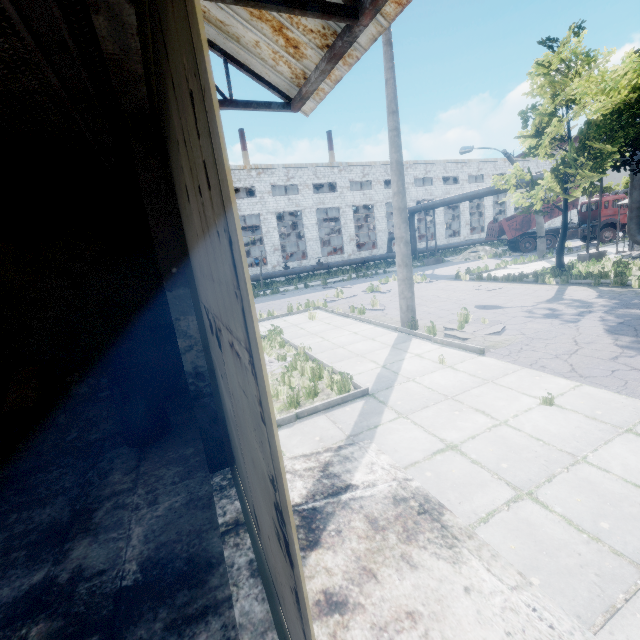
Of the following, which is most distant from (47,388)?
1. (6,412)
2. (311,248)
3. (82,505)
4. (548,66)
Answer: (311,248)

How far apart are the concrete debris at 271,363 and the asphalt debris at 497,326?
4.09m

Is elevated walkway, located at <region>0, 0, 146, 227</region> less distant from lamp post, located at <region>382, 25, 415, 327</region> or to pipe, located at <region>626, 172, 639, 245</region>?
lamp post, located at <region>382, 25, 415, 327</region>

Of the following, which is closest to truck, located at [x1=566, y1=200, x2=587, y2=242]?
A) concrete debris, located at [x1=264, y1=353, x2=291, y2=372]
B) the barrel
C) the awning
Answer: concrete debris, located at [x1=264, y1=353, x2=291, y2=372]

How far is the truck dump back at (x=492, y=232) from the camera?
Answer: 27.5m

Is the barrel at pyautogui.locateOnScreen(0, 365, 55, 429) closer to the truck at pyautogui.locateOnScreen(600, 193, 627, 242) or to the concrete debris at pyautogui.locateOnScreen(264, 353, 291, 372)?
the concrete debris at pyautogui.locateOnScreen(264, 353, 291, 372)

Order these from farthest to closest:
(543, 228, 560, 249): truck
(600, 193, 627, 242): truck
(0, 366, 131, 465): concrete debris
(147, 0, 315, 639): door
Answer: (543, 228, 560, 249): truck < (600, 193, 627, 242): truck < (0, 366, 131, 465): concrete debris < (147, 0, 315, 639): door

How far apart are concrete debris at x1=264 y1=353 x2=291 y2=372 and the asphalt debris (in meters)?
4.09
